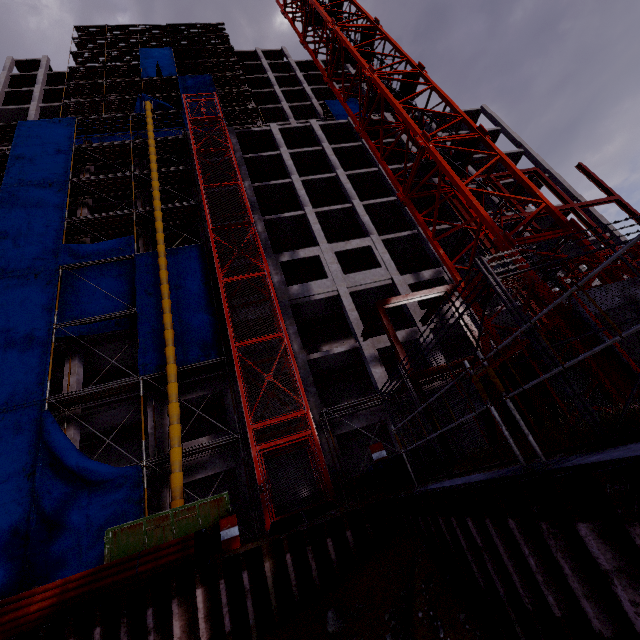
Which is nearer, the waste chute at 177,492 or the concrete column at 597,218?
the waste chute at 177,492

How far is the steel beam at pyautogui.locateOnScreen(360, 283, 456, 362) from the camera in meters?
15.1

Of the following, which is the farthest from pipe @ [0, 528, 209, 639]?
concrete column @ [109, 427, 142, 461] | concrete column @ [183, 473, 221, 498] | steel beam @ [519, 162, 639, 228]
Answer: concrete column @ [109, 427, 142, 461]

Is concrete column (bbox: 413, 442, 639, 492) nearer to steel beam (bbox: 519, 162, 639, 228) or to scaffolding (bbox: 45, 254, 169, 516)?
steel beam (bbox: 519, 162, 639, 228)

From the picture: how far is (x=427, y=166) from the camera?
11.88m

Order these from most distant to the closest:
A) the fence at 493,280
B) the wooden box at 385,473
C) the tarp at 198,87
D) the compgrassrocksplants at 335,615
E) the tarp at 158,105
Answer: the tarp at 198,87, the tarp at 158,105, the wooden box at 385,473, the compgrassrocksplants at 335,615, the fence at 493,280

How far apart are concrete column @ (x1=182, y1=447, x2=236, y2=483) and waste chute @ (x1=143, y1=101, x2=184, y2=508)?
2.2 meters

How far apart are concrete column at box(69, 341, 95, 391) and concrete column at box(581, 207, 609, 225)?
39.3 meters
